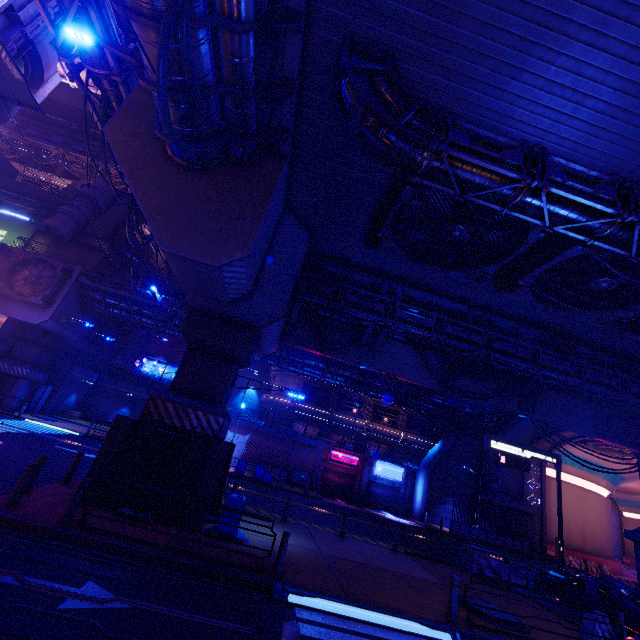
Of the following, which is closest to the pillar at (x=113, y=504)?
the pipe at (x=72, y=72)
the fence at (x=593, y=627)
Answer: the pipe at (x=72, y=72)

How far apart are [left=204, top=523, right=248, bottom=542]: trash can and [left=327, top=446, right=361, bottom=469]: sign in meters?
24.4

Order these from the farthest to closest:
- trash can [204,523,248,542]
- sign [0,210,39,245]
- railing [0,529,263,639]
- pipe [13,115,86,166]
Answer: pipe [13,115,86,166] < sign [0,210,39,245] < trash can [204,523,248,542] < railing [0,529,263,639]

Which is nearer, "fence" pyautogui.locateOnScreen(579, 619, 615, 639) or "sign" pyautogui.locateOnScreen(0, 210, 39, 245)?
"fence" pyautogui.locateOnScreen(579, 619, 615, 639)

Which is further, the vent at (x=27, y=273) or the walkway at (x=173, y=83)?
the vent at (x=27, y=273)

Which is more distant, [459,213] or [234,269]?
[459,213]

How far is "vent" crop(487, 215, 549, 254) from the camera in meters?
10.5

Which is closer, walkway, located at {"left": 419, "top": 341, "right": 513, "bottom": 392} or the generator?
walkway, located at {"left": 419, "top": 341, "right": 513, "bottom": 392}
